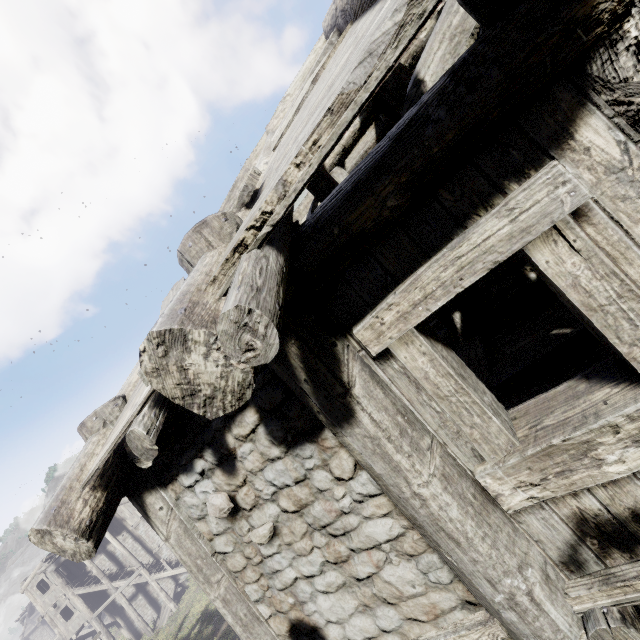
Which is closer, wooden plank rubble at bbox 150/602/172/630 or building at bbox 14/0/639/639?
building at bbox 14/0/639/639

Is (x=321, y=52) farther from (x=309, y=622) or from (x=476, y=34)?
(x=309, y=622)

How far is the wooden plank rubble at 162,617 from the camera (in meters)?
25.41

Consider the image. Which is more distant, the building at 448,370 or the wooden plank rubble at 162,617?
the wooden plank rubble at 162,617

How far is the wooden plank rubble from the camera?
25.41m

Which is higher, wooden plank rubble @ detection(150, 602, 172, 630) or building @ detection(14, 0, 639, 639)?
building @ detection(14, 0, 639, 639)
